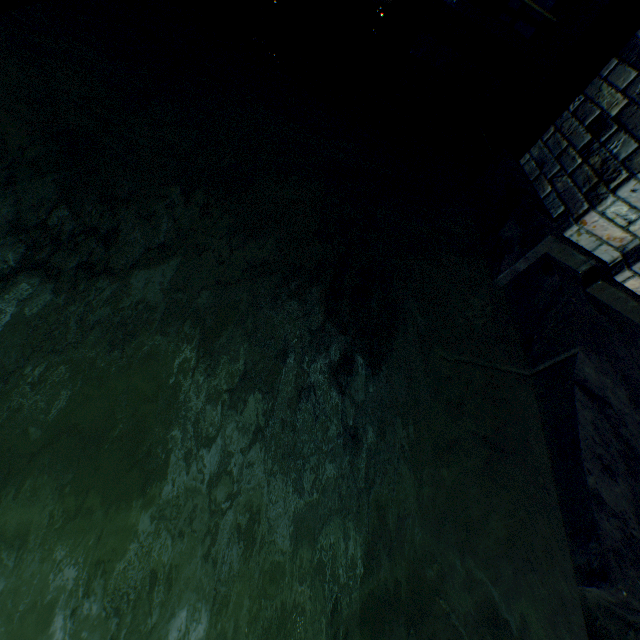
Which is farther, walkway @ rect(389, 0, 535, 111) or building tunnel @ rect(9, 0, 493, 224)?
walkway @ rect(389, 0, 535, 111)

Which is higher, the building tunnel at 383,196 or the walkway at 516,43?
the walkway at 516,43

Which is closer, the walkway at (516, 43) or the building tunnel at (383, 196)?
the building tunnel at (383, 196)

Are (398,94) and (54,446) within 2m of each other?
no

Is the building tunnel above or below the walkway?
below
